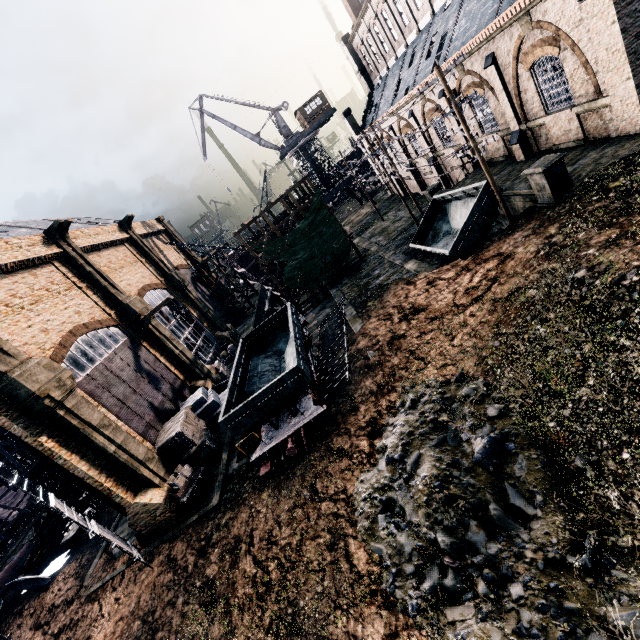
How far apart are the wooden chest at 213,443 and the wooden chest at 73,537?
12.1m

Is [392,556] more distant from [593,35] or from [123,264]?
[123,264]

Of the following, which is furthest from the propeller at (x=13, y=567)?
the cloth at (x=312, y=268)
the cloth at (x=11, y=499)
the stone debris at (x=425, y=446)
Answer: the cloth at (x=312, y=268)

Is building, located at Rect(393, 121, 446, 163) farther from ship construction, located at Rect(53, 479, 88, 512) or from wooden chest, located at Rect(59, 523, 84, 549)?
wooden chest, located at Rect(59, 523, 84, 549)

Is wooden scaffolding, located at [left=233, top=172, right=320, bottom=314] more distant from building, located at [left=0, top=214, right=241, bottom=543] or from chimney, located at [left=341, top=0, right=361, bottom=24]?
chimney, located at [left=341, top=0, right=361, bottom=24]

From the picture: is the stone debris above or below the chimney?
below

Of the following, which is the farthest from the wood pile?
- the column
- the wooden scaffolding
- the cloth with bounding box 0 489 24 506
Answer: the column

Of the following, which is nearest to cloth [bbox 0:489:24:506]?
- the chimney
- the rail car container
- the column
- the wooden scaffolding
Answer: the wooden scaffolding
